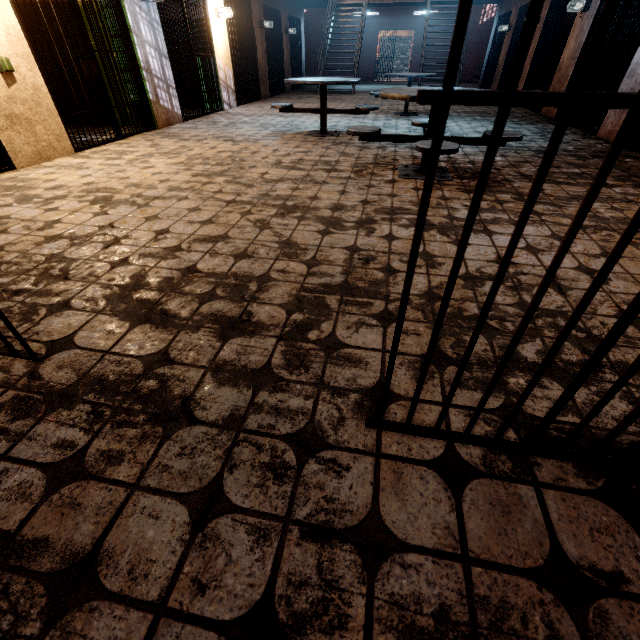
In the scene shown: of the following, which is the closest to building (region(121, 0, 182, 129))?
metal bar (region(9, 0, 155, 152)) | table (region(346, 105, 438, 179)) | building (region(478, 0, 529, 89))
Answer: metal bar (region(9, 0, 155, 152))

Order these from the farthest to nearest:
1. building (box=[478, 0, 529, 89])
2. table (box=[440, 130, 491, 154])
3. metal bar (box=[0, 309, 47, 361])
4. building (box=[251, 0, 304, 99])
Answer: building (box=[478, 0, 529, 89]), building (box=[251, 0, 304, 99]), table (box=[440, 130, 491, 154]), metal bar (box=[0, 309, 47, 361])

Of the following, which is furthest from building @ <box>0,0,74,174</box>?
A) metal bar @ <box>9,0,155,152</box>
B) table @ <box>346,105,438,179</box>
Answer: table @ <box>346,105,438,179</box>

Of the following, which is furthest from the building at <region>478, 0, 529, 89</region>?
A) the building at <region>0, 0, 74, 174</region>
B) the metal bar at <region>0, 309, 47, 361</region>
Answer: the building at <region>0, 0, 74, 174</region>

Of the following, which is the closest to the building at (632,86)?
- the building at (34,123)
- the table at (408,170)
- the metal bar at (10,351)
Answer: the metal bar at (10,351)

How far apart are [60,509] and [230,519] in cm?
52

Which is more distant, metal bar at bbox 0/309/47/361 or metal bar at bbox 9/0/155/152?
metal bar at bbox 9/0/155/152

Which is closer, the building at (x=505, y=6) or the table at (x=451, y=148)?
the table at (x=451, y=148)
